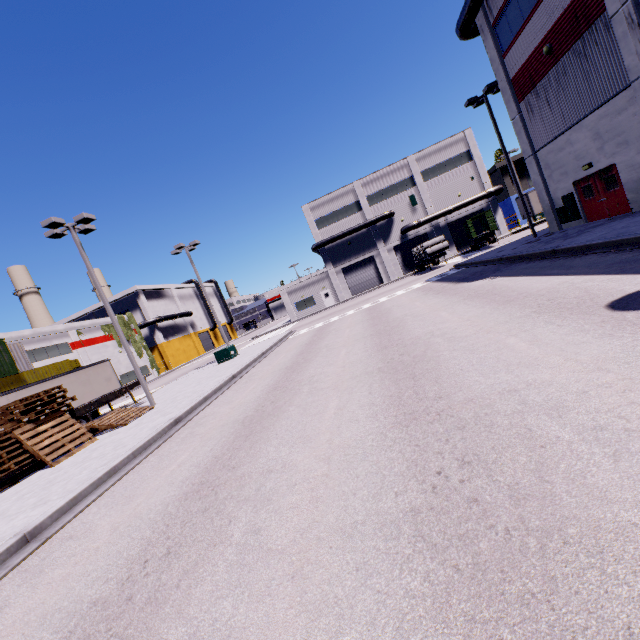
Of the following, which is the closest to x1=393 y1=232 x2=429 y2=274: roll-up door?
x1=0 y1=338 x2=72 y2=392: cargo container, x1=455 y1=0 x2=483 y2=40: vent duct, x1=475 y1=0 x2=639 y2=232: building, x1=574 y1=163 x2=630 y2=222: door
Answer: x1=475 y1=0 x2=639 y2=232: building

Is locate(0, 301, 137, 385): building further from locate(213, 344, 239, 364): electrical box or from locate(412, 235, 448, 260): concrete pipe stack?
locate(213, 344, 239, 364): electrical box

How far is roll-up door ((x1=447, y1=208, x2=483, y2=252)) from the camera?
44.6m

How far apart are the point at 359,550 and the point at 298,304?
46.3 meters

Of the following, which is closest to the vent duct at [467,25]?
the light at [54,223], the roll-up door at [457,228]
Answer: the roll-up door at [457,228]

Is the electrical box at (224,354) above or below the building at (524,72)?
below

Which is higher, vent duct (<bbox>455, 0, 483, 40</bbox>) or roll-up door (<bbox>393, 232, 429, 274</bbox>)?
vent duct (<bbox>455, 0, 483, 40</bbox>)

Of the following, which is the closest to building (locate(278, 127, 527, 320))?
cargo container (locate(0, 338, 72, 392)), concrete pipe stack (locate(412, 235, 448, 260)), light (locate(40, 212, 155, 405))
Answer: light (locate(40, 212, 155, 405))
